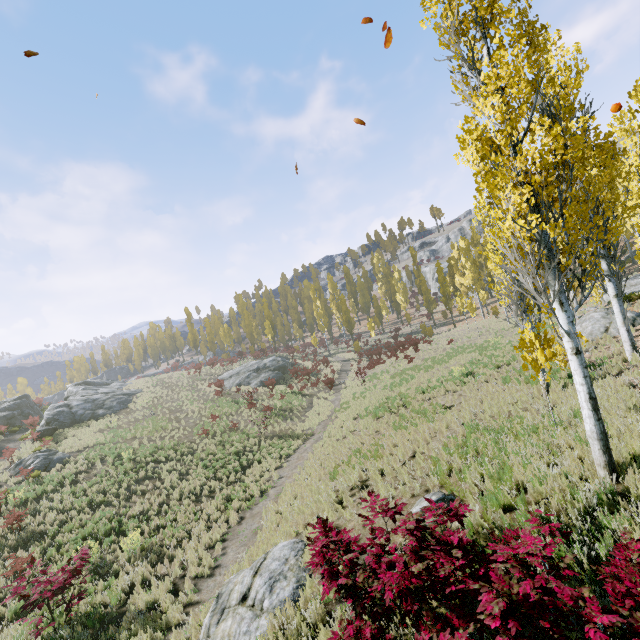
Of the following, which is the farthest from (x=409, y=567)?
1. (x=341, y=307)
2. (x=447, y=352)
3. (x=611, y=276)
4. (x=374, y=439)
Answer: (x=341, y=307)

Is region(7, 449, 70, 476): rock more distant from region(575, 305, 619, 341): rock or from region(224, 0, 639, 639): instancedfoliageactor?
region(575, 305, 619, 341): rock

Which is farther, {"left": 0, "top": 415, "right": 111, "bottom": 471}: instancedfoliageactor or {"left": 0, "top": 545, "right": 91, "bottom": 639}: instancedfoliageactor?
{"left": 0, "top": 415, "right": 111, "bottom": 471}: instancedfoliageactor

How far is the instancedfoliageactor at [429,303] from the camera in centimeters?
5228cm

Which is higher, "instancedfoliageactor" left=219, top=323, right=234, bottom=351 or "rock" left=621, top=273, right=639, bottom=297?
"instancedfoliageactor" left=219, top=323, right=234, bottom=351

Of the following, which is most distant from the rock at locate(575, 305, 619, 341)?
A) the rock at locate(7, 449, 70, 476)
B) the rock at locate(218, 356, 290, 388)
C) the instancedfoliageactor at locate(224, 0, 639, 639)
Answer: the rock at locate(218, 356, 290, 388)

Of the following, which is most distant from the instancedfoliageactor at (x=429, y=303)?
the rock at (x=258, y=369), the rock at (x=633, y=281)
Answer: the rock at (x=258, y=369)

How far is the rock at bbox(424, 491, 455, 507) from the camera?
7.15m
